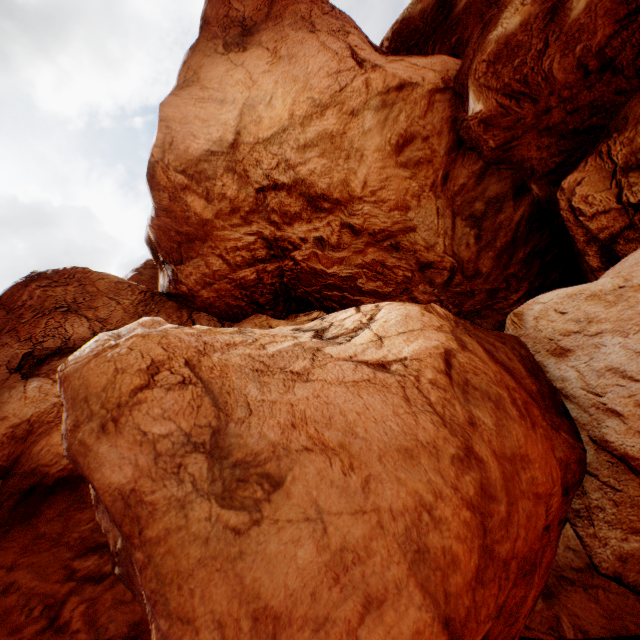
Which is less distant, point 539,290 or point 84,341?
point 539,290
